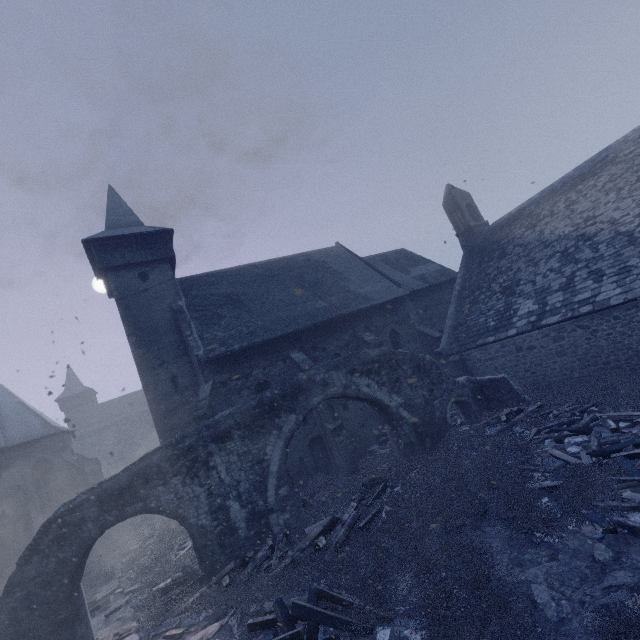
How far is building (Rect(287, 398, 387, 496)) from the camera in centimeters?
1444cm

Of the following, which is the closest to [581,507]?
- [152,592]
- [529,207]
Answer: [152,592]

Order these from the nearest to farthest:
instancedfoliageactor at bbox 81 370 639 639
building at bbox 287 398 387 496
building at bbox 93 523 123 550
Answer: instancedfoliageactor at bbox 81 370 639 639 → building at bbox 287 398 387 496 → building at bbox 93 523 123 550

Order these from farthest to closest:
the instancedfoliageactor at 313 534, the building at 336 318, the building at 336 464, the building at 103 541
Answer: the building at 103 541 < the building at 336 464 < the building at 336 318 < the instancedfoliageactor at 313 534

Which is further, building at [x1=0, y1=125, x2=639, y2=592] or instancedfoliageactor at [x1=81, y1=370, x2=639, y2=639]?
building at [x1=0, y1=125, x2=639, y2=592]

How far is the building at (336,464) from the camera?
14.44m

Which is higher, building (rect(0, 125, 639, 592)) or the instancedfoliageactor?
building (rect(0, 125, 639, 592))
